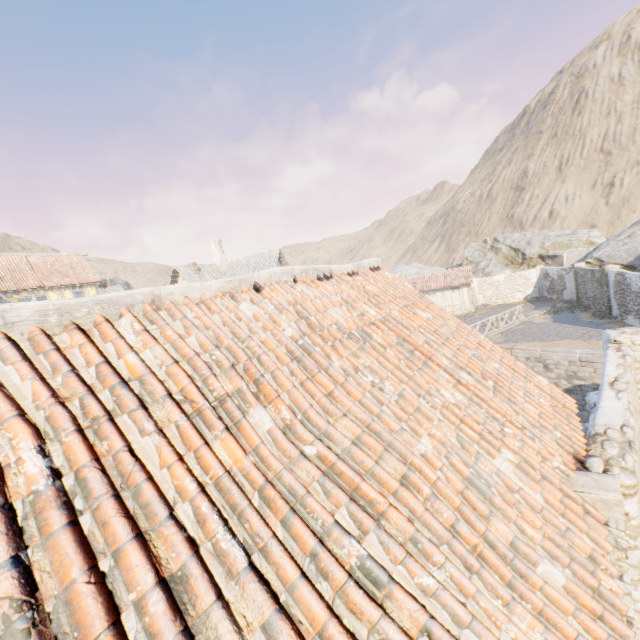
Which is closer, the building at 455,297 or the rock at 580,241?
the rock at 580,241

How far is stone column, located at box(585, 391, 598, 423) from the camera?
8.8 meters

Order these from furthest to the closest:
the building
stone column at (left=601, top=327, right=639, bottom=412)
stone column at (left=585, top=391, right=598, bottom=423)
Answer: the building < stone column at (left=585, top=391, right=598, bottom=423) < stone column at (left=601, top=327, right=639, bottom=412)

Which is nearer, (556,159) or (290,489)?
(290,489)

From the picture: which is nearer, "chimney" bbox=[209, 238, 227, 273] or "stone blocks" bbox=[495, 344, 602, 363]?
"stone blocks" bbox=[495, 344, 602, 363]

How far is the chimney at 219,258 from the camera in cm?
3212

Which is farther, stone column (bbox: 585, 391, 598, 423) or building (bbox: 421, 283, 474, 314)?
building (bbox: 421, 283, 474, 314)

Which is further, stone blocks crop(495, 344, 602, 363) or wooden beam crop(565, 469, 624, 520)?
stone blocks crop(495, 344, 602, 363)
